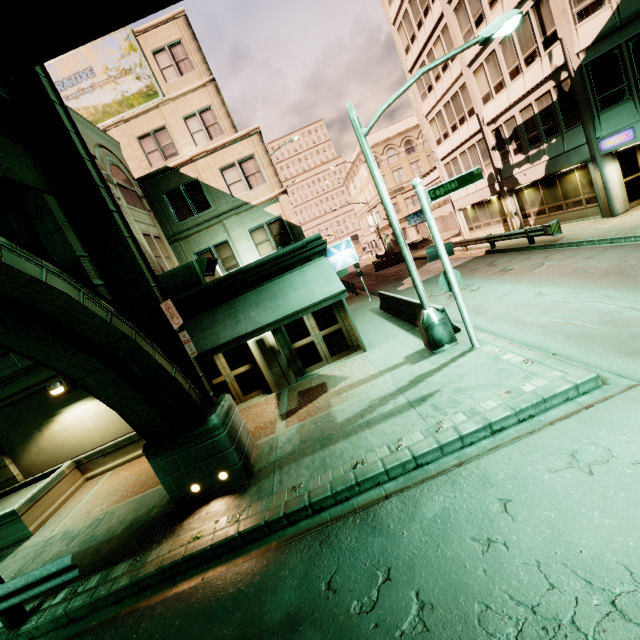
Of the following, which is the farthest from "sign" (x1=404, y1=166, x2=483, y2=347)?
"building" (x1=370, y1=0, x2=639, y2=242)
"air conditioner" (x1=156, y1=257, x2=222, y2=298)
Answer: "building" (x1=370, y1=0, x2=639, y2=242)

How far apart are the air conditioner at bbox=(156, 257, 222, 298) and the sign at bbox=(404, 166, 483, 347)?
7.4m

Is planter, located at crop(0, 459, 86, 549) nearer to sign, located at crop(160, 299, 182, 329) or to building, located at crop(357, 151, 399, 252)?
sign, located at crop(160, 299, 182, 329)

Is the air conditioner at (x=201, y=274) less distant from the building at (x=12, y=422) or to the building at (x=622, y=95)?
the building at (x=12, y=422)

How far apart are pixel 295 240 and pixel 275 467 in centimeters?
1362cm

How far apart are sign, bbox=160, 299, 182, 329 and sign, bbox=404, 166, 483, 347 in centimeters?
658cm

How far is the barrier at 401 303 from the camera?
12.4m

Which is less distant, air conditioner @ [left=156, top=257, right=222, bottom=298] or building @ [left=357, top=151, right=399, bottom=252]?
air conditioner @ [left=156, top=257, right=222, bottom=298]
